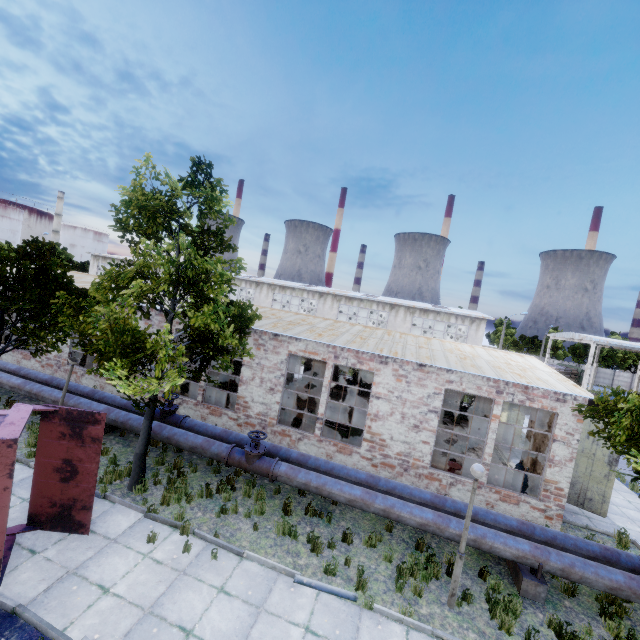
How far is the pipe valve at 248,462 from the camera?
10.12m

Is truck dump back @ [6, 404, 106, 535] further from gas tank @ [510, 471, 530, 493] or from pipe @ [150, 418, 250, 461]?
gas tank @ [510, 471, 530, 493]

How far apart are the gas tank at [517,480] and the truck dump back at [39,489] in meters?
13.9 m

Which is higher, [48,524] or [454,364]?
[454,364]

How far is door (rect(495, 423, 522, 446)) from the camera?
19.09m

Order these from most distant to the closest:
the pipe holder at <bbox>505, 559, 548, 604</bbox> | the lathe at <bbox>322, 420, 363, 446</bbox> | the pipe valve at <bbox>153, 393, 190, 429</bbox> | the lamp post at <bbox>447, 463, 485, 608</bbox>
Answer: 1. the lathe at <bbox>322, 420, 363, 446</bbox>
2. the pipe valve at <bbox>153, 393, 190, 429</bbox>
3. the pipe holder at <bbox>505, 559, 548, 604</bbox>
4. the lamp post at <bbox>447, 463, 485, 608</bbox>

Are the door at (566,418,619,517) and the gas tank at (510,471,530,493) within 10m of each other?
yes

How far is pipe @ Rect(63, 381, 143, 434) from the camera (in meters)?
11.60
